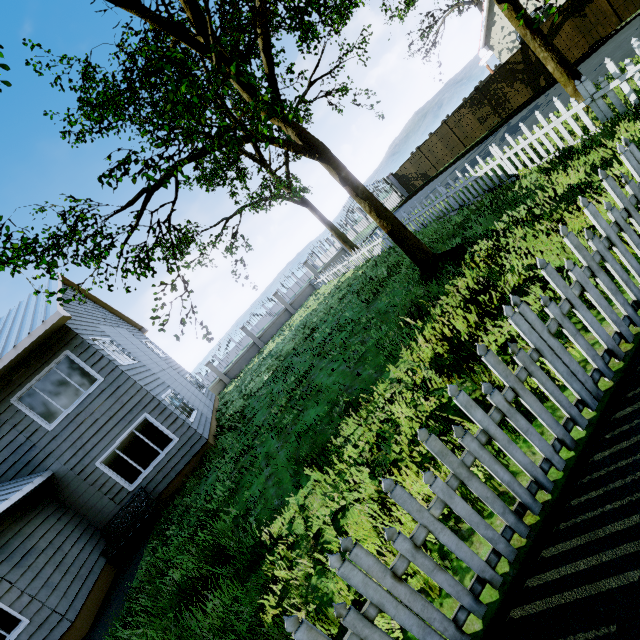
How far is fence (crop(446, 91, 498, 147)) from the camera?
18.4 meters

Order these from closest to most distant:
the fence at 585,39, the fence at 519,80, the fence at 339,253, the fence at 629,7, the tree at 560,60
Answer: the tree at 560,60, the fence at 629,7, the fence at 585,39, the fence at 519,80, the fence at 339,253

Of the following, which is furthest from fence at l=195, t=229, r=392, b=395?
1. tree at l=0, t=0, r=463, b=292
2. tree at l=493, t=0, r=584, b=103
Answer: tree at l=493, t=0, r=584, b=103

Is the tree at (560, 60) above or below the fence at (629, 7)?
above

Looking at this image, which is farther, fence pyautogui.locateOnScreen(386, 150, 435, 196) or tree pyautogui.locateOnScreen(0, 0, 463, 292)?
fence pyautogui.locateOnScreen(386, 150, 435, 196)

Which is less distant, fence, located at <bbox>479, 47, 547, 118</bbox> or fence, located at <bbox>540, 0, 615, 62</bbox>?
fence, located at <bbox>540, 0, 615, 62</bbox>

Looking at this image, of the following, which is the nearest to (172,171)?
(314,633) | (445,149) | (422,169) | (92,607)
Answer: (314,633)
